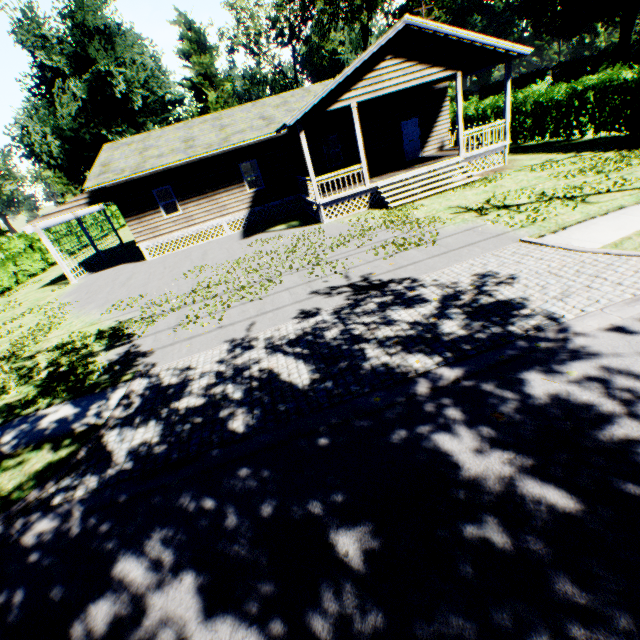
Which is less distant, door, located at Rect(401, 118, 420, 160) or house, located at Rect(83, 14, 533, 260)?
house, located at Rect(83, 14, 533, 260)

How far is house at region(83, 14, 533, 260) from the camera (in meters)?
13.60

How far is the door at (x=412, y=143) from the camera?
19.3 meters

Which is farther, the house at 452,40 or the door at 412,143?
the door at 412,143

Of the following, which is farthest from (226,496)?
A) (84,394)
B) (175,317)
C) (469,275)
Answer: (175,317)

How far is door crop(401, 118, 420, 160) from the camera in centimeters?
1931cm
